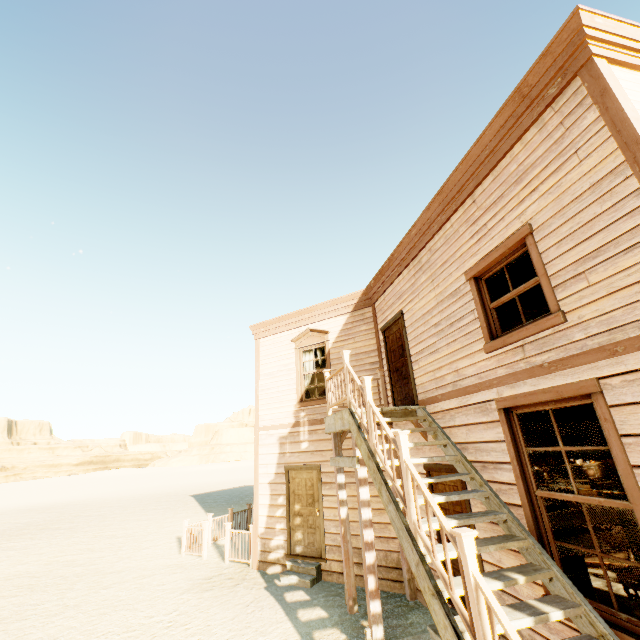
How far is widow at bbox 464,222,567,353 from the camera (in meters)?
3.78

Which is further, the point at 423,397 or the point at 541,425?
the point at 423,397

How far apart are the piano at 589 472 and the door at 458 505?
8.39m

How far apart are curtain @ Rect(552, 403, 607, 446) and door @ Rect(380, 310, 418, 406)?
2.3 meters

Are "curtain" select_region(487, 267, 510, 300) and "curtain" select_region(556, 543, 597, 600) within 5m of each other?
yes

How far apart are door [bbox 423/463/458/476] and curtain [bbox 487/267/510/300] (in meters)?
2.52

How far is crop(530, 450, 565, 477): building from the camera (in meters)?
12.69

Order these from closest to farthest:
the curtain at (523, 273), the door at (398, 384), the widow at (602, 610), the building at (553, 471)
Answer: the widow at (602, 610) < the curtain at (523, 273) < the door at (398, 384) < the building at (553, 471)
